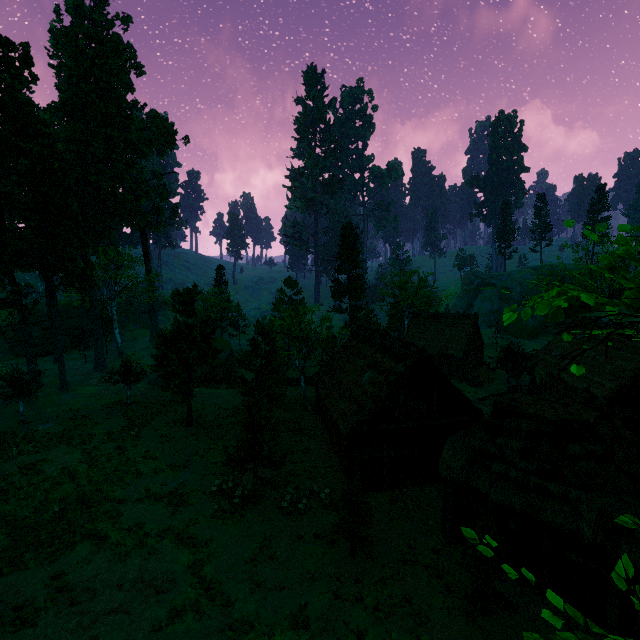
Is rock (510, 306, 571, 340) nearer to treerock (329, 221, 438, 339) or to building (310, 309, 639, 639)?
treerock (329, 221, 438, 339)

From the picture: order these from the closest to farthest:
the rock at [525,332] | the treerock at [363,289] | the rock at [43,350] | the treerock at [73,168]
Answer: the treerock at [73,168] < the treerock at [363,289] < the rock at [43,350] < the rock at [525,332]

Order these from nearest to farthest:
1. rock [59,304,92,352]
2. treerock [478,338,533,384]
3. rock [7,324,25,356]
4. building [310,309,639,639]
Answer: building [310,309,639,639]
treerock [478,338,533,384]
rock [7,324,25,356]
rock [59,304,92,352]

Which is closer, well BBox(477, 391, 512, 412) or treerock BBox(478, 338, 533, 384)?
well BBox(477, 391, 512, 412)

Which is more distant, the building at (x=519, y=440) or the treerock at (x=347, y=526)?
the treerock at (x=347, y=526)

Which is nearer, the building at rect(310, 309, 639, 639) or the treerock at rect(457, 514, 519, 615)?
the treerock at rect(457, 514, 519, 615)

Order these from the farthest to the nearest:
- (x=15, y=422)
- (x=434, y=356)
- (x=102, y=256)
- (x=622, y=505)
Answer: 1. (x=102, y=256)
2. (x=434, y=356)
3. (x=15, y=422)
4. (x=622, y=505)

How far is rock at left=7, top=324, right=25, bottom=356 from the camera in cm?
4894
